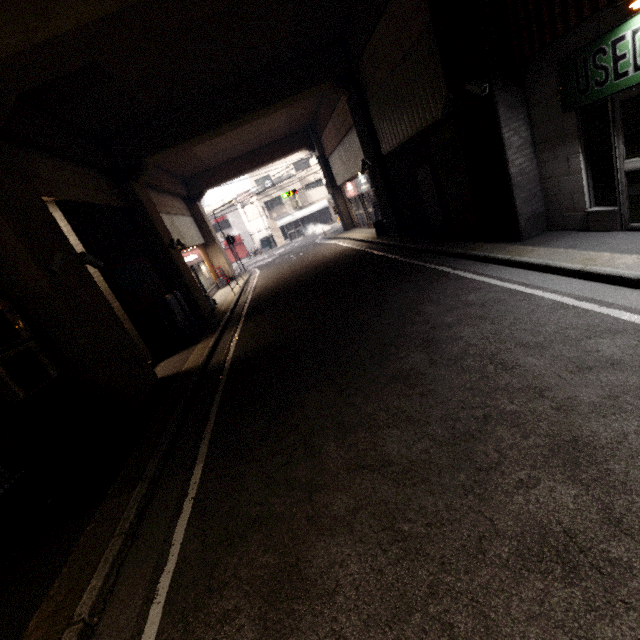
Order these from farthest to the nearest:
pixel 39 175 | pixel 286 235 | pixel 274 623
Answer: pixel 286 235, pixel 39 175, pixel 274 623

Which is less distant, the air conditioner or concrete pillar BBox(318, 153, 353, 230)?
the air conditioner

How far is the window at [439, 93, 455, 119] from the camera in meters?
6.6

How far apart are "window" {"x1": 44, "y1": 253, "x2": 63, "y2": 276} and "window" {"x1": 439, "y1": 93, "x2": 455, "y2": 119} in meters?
8.1

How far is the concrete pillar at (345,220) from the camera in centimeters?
2125cm

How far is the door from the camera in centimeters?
971cm

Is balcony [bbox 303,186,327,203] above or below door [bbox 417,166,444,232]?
above

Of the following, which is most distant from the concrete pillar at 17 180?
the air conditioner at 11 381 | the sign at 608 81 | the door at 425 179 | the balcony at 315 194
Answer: the balcony at 315 194
